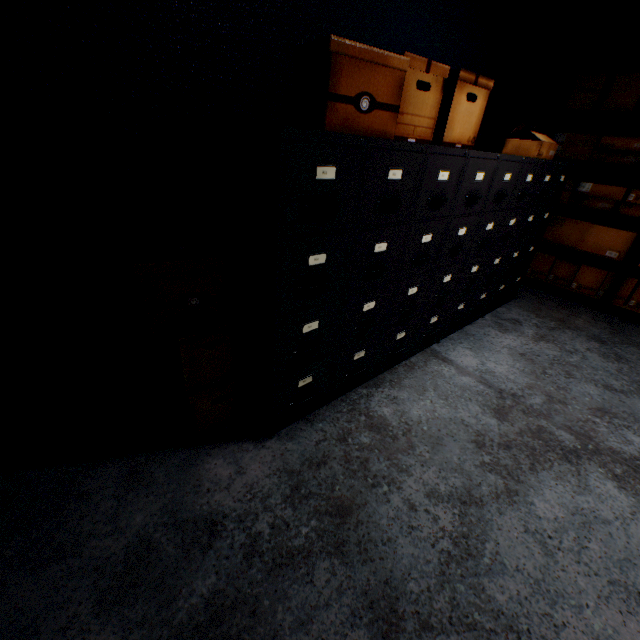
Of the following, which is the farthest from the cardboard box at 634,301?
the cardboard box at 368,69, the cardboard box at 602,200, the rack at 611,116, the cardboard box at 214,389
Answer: the cardboard box at 214,389

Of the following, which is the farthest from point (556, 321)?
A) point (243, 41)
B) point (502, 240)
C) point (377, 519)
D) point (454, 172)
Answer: point (243, 41)

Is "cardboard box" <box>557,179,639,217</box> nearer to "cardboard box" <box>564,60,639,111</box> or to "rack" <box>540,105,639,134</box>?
"rack" <box>540,105,639,134</box>

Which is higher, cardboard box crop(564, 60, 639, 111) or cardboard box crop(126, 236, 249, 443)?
cardboard box crop(564, 60, 639, 111)

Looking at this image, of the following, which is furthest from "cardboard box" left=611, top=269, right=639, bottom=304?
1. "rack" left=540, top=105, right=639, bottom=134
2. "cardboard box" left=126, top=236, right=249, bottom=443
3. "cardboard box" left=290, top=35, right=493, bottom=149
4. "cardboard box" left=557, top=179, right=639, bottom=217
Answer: "cardboard box" left=126, top=236, right=249, bottom=443

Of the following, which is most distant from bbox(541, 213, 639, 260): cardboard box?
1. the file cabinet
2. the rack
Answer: the file cabinet

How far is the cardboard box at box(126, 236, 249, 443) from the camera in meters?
1.2 m

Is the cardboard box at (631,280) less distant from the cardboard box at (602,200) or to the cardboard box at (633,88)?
the cardboard box at (602,200)
